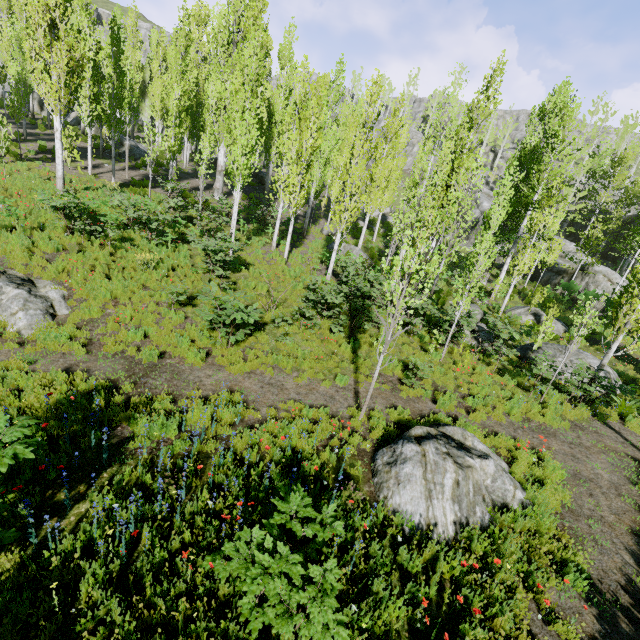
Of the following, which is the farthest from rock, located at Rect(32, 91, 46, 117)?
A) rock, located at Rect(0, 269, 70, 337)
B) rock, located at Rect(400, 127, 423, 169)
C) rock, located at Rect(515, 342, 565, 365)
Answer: rock, located at Rect(515, 342, 565, 365)

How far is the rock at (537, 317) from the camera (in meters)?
19.95

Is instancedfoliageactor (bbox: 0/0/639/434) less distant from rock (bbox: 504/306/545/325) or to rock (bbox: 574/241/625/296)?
rock (bbox: 574/241/625/296)

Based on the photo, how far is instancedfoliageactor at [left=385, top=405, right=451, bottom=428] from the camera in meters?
8.3 m

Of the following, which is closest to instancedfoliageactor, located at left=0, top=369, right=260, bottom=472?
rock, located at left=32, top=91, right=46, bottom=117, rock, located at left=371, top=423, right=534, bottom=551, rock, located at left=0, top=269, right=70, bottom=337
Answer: rock, located at left=32, top=91, right=46, bottom=117

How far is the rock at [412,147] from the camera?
54.0m

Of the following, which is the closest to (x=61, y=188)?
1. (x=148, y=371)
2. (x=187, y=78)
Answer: (x=148, y=371)

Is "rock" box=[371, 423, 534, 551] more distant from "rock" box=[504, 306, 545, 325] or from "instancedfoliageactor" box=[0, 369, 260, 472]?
"rock" box=[504, 306, 545, 325]
